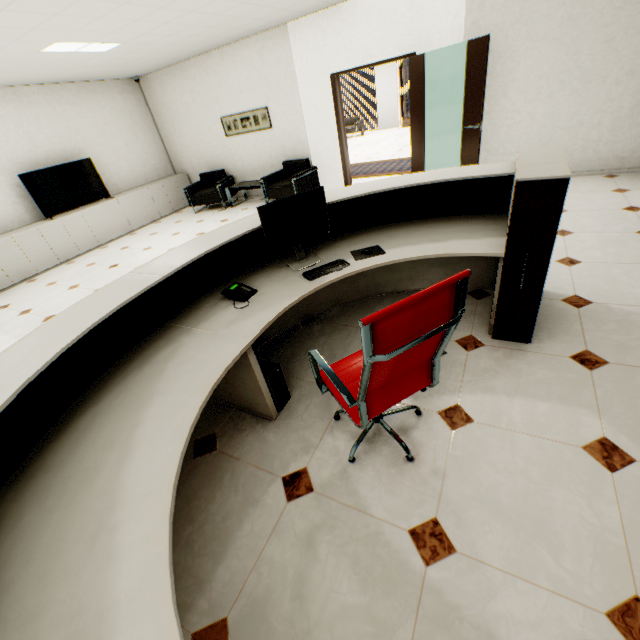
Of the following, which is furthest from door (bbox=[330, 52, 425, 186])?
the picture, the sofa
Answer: the sofa

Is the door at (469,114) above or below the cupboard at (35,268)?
above

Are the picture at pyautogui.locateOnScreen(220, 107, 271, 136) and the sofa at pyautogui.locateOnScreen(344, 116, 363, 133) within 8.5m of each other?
no

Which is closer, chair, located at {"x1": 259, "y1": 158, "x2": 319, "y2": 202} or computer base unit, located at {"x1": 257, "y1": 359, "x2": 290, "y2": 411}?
computer base unit, located at {"x1": 257, "y1": 359, "x2": 290, "y2": 411}

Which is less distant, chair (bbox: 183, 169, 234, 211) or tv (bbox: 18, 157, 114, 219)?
tv (bbox: 18, 157, 114, 219)

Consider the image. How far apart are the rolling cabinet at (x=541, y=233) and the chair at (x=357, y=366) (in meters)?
0.94

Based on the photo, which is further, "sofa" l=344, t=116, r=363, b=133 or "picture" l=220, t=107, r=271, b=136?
"sofa" l=344, t=116, r=363, b=133

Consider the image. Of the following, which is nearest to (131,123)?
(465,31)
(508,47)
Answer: (465,31)
